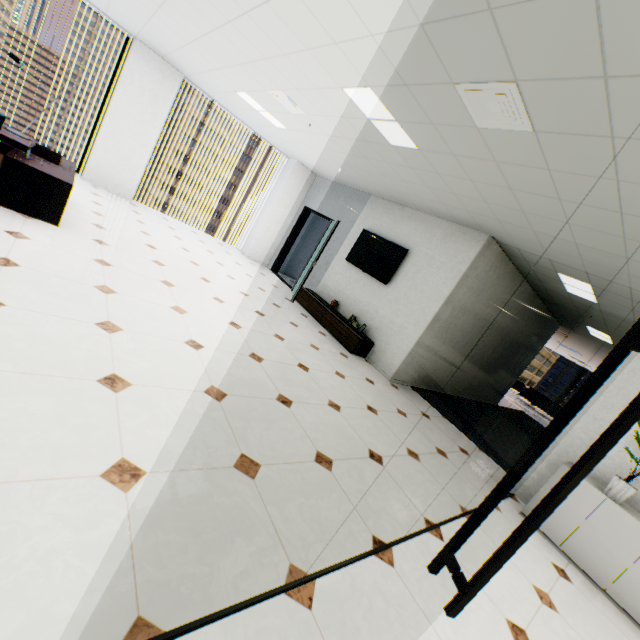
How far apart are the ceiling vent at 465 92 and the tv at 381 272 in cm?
359

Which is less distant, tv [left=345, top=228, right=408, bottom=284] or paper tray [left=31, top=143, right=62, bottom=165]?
paper tray [left=31, top=143, right=62, bottom=165]

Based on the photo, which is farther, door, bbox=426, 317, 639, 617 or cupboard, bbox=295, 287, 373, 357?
cupboard, bbox=295, 287, 373, 357

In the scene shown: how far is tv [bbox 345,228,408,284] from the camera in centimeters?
638cm

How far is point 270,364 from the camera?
3.8m

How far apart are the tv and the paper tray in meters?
5.1

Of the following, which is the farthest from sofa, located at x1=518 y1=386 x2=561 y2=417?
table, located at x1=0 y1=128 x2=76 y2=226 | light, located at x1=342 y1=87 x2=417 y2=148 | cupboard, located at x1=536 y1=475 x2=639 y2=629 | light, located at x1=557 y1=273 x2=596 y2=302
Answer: table, located at x1=0 y1=128 x2=76 y2=226

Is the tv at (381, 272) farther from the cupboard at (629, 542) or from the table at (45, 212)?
the table at (45, 212)
